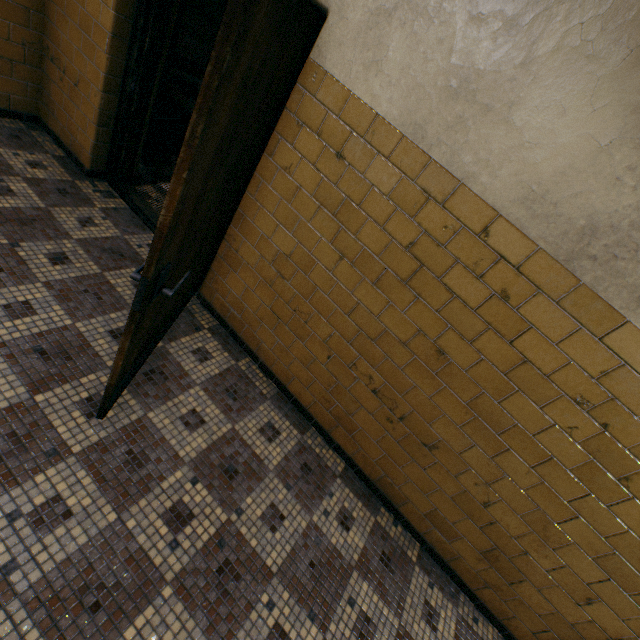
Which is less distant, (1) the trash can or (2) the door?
(2) the door

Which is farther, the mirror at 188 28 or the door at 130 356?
the mirror at 188 28

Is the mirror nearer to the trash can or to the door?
the trash can

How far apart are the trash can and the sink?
0.3 meters

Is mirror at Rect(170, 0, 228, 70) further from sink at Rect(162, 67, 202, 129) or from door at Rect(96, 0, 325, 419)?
door at Rect(96, 0, 325, 419)

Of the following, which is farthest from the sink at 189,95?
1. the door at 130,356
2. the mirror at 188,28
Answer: the door at 130,356

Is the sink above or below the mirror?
below

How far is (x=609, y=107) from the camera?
1.3m
